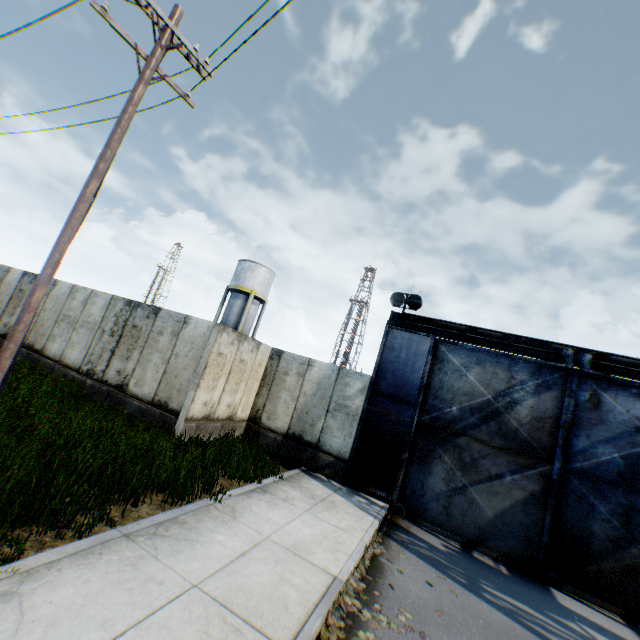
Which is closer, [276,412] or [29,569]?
[29,569]

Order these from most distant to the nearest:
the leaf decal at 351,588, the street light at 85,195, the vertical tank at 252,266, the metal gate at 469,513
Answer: the vertical tank at 252,266, the metal gate at 469,513, the street light at 85,195, the leaf decal at 351,588

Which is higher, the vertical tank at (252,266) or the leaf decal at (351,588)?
the vertical tank at (252,266)

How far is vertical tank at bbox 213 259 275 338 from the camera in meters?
31.9 m

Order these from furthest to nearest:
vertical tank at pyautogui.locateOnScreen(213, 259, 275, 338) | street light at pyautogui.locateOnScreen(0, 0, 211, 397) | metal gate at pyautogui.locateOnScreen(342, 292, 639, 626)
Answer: vertical tank at pyautogui.locateOnScreen(213, 259, 275, 338)
metal gate at pyautogui.locateOnScreen(342, 292, 639, 626)
street light at pyautogui.locateOnScreen(0, 0, 211, 397)

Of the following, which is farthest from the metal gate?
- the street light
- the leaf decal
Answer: the street light

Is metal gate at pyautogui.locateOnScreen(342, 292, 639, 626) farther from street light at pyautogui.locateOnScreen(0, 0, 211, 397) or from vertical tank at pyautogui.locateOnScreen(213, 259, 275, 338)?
vertical tank at pyautogui.locateOnScreen(213, 259, 275, 338)

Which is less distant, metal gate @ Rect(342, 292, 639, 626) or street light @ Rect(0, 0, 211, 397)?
street light @ Rect(0, 0, 211, 397)
